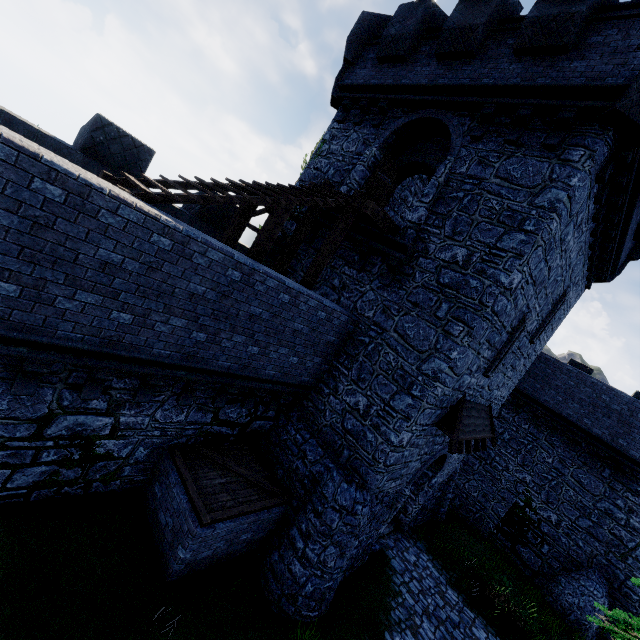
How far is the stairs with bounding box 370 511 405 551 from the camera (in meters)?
11.81

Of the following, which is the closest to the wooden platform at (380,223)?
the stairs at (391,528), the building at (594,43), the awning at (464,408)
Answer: the building at (594,43)

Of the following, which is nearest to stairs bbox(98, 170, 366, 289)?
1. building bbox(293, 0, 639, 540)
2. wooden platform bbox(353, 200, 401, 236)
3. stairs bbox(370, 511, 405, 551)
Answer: wooden platform bbox(353, 200, 401, 236)

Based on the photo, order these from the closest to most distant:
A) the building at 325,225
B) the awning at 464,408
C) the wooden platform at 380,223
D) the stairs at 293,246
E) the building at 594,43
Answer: the stairs at 293,246, the building at 594,43, the wooden platform at 380,223, the awning at 464,408, the building at 325,225

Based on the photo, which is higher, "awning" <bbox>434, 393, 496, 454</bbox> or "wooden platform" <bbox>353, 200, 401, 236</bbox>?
"wooden platform" <bbox>353, 200, 401, 236</bbox>

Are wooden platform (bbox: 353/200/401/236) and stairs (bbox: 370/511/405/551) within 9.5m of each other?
no

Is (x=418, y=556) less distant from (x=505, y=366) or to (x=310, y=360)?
(x=505, y=366)

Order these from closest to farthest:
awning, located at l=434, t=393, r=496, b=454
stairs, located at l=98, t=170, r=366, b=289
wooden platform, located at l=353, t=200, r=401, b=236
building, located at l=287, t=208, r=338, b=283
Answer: stairs, located at l=98, t=170, r=366, b=289 < wooden platform, located at l=353, t=200, r=401, b=236 < awning, located at l=434, t=393, r=496, b=454 < building, located at l=287, t=208, r=338, b=283
